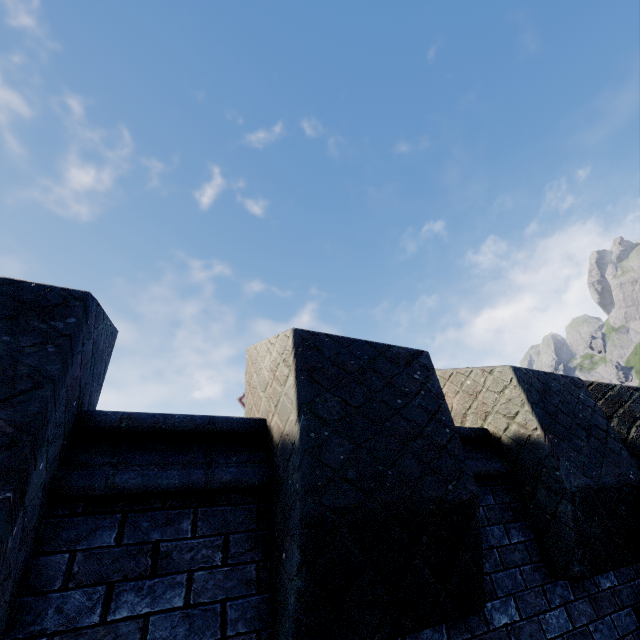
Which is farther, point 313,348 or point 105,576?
point 313,348
